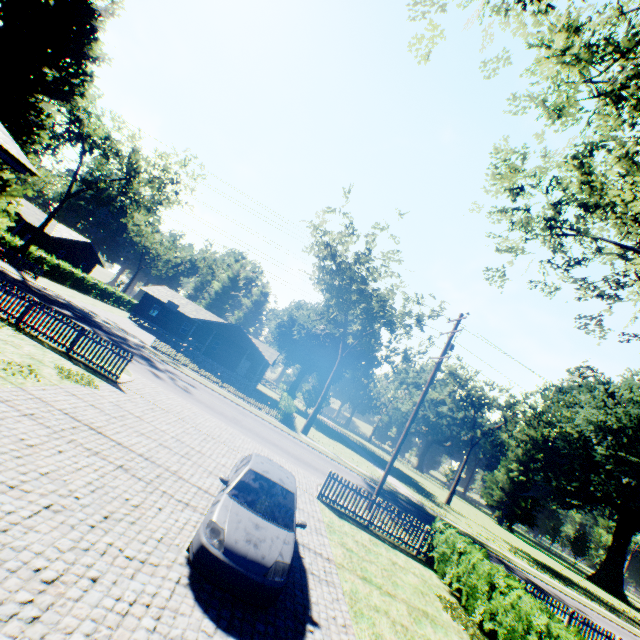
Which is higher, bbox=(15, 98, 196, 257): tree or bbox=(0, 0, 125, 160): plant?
bbox=(15, 98, 196, 257): tree

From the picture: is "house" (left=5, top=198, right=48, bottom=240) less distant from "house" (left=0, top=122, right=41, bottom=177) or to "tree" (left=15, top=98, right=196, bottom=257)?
"tree" (left=15, top=98, right=196, bottom=257)

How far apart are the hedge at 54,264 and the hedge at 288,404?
30.58m

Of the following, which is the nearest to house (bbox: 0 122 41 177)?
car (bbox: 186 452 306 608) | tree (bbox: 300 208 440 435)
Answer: car (bbox: 186 452 306 608)

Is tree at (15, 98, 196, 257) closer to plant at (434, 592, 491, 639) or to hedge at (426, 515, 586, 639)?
plant at (434, 592, 491, 639)

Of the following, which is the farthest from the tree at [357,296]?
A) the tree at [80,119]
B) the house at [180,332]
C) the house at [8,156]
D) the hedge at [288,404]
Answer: the house at [8,156]

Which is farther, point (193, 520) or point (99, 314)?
point (99, 314)

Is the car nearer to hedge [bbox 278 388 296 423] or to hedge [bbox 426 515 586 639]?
hedge [bbox 426 515 586 639]
